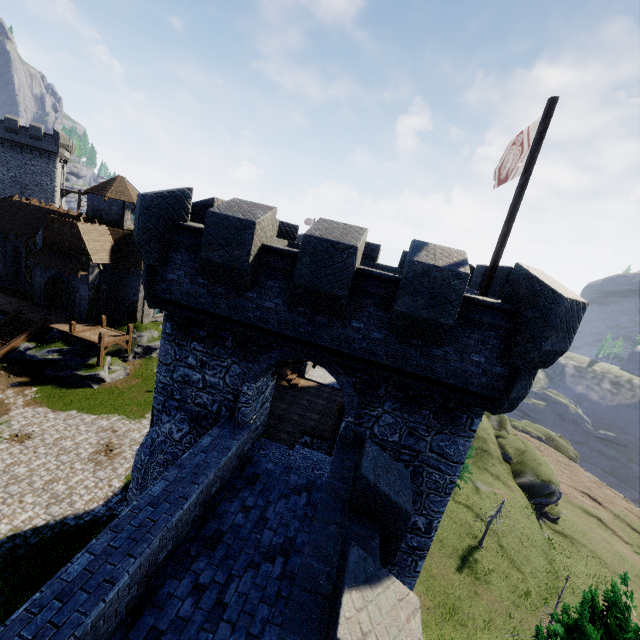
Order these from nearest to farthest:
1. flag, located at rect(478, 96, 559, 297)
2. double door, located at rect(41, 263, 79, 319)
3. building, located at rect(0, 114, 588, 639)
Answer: building, located at rect(0, 114, 588, 639) < flag, located at rect(478, 96, 559, 297) < double door, located at rect(41, 263, 79, 319)

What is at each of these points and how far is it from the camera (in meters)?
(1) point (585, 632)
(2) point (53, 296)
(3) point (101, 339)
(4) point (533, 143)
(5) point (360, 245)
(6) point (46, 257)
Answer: (1) instancedfoliageactor, 7.02
(2) double door, 31.53
(3) walkway, 26.97
(4) flag, 7.65
(5) building, 7.50
(6) awning, 29.38

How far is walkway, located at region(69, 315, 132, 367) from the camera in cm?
2725

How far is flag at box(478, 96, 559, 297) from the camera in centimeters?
751cm

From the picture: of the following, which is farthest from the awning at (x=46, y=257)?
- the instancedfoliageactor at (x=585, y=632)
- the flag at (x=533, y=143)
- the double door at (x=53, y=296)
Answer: the instancedfoliageactor at (x=585, y=632)

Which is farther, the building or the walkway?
the walkway

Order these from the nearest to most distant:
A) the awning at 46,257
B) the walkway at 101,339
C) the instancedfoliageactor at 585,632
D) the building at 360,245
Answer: the building at 360,245 → the instancedfoliageactor at 585,632 → the walkway at 101,339 → the awning at 46,257

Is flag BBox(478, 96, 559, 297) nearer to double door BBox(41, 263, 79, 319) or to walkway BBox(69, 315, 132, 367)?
walkway BBox(69, 315, 132, 367)
